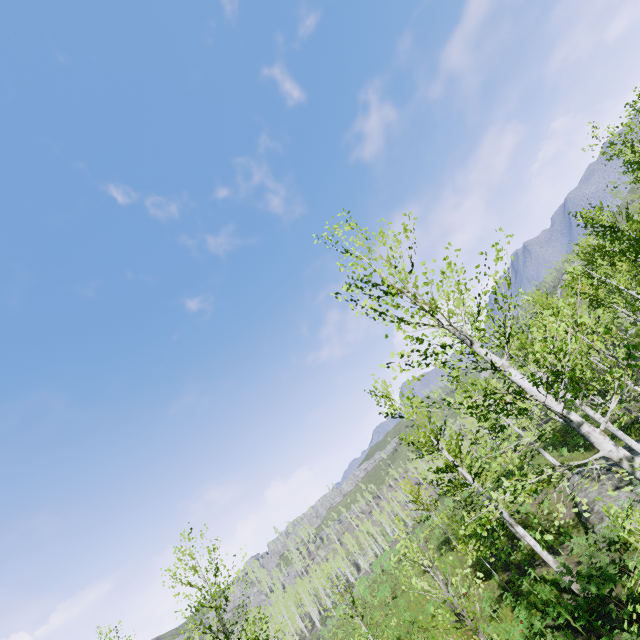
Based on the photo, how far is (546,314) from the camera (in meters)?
Answer: 16.55
